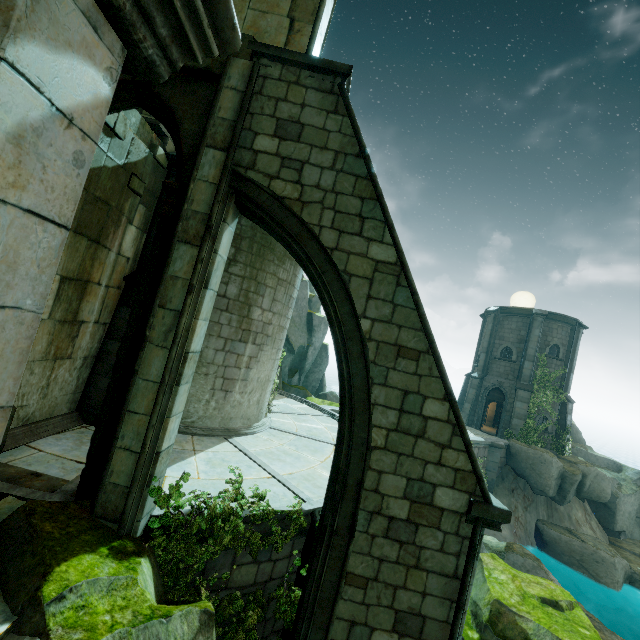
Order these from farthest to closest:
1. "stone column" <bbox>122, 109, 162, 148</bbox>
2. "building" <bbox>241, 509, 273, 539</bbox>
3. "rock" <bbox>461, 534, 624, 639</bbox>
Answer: "rock" <bbox>461, 534, 624, 639</bbox>
"stone column" <bbox>122, 109, 162, 148</bbox>
"building" <bbox>241, 509, 273, 539</bbox>

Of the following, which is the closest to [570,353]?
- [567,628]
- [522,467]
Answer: [522,467]

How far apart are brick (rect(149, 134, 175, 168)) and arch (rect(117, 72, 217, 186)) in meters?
3.3 m

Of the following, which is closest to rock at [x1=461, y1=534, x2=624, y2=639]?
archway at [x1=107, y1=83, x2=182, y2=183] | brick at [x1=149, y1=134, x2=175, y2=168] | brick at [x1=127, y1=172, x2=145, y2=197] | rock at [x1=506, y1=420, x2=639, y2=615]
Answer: rock at [x1=506, y1=420, x2=639, y2=615]

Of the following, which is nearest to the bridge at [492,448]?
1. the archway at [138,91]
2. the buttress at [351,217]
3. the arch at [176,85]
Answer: the buttress at [351,217]

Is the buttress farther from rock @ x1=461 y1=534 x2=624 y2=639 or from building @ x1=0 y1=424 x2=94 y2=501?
rock @ x1=461 y1=534 x2=624 y2=639

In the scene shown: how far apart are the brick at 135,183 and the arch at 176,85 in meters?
2.7 m

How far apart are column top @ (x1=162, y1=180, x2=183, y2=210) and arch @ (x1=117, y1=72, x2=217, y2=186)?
0.05m
